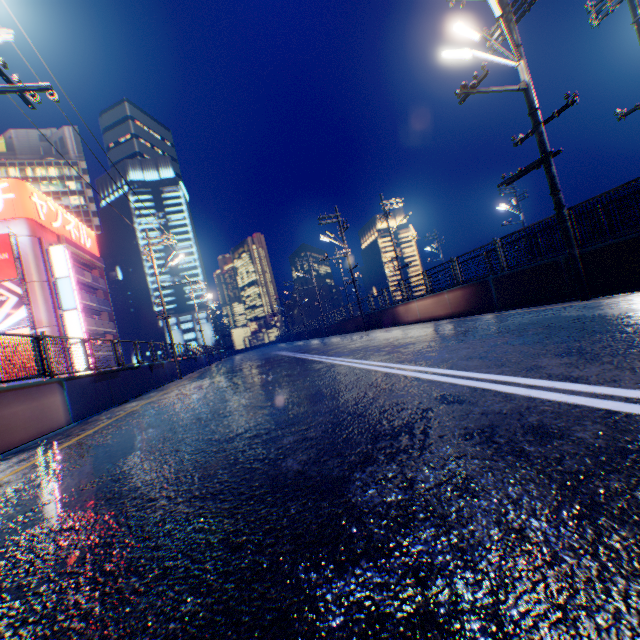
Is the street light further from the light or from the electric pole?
the electric pole

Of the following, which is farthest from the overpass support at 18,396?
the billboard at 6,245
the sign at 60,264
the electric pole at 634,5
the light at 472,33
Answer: the billboard at 6,245

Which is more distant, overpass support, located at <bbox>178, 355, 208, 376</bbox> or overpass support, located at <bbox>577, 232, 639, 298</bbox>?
overpass support, located at <bbox>178, 355, 208, 376</bbox>

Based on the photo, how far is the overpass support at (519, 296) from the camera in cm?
957

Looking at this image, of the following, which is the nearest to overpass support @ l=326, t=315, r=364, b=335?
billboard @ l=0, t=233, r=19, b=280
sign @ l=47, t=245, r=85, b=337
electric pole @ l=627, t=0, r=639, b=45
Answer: electric pole @ l=627, t=0, r=639, b=45

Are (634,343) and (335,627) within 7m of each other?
yes

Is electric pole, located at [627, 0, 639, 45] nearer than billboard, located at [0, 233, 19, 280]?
Yes

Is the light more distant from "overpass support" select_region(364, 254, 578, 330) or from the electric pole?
"overpass support" select_region(364, 254, 578, 330)
